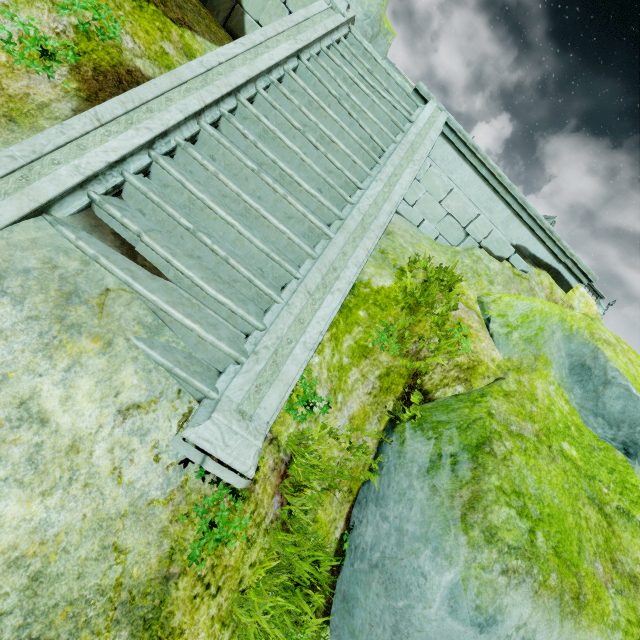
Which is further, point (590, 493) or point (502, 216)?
point (502, 216)

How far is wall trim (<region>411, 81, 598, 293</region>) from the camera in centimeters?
679cm

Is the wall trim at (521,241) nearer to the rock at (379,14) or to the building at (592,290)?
the rock at (379,14)

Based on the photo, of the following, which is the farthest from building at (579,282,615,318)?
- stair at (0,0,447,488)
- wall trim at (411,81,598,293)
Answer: stair at (0,0,447,488)

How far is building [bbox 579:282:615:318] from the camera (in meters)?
26.59

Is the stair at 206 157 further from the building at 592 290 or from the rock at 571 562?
the building at 592 290

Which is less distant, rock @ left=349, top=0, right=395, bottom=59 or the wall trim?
the wall trim
